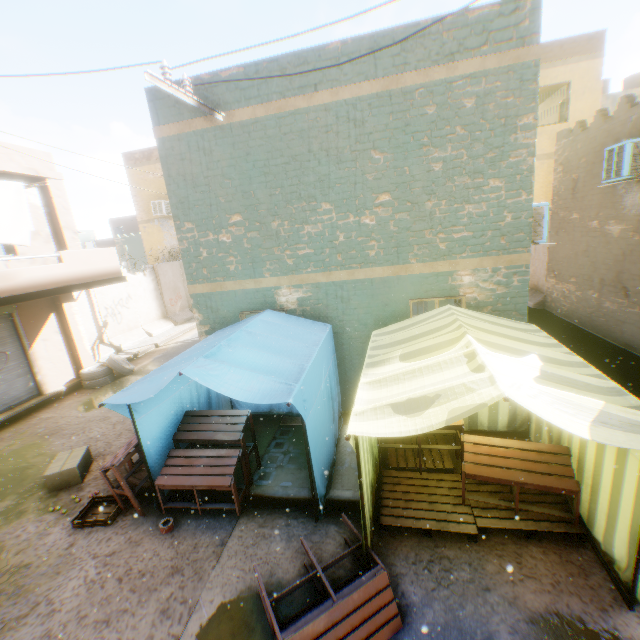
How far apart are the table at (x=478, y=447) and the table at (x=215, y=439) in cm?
320

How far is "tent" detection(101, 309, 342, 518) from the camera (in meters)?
4.00

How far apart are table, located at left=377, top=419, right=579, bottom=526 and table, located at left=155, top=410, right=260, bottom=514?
3.20m

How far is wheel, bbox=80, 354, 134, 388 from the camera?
10.82m

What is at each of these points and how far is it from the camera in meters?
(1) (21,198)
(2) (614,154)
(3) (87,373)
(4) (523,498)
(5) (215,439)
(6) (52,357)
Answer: (1) dryer, 8.0
(2) air conditioner, 7.6
(3) wheel, 10.8
(4) wooden pallet, 4.4
(5) table, 5.2
(6) building, 10.5

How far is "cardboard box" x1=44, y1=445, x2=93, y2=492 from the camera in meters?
6.0 m

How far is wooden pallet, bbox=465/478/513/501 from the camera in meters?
4.4

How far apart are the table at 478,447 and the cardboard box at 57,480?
6.8m
